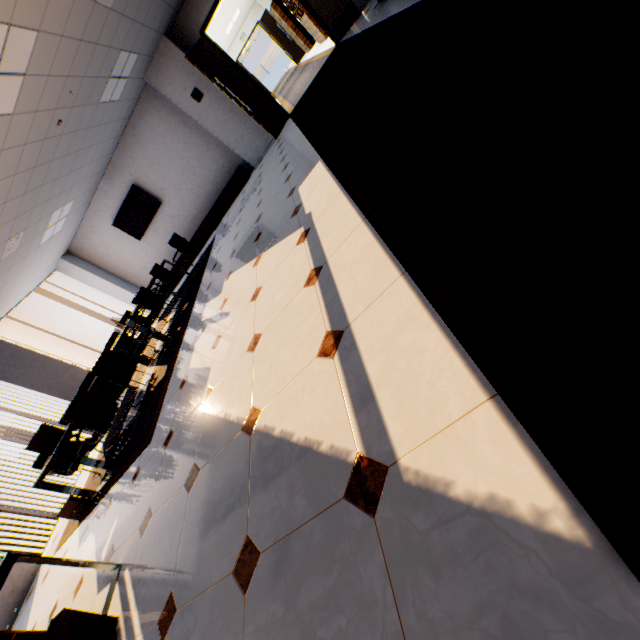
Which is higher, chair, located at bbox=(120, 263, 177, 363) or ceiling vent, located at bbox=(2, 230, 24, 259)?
ceiling vent, located at bbox=(2, 230, 24, 259)

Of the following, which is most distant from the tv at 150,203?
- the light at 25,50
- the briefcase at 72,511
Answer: the briefcase at 72,511

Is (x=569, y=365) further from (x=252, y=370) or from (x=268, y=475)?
(x=252, y=370)

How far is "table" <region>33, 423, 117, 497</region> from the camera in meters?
4.0 m

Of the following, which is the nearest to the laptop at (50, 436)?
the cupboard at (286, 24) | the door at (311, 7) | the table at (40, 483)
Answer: the table at (40, 483)

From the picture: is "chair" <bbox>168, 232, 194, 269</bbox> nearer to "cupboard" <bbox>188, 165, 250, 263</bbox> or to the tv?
"cupboard" <bbox>188, 165, 250, 263</bbox>

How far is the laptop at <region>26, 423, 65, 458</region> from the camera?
4.2 meters

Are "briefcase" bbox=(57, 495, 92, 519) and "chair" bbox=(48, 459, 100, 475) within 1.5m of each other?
yes
